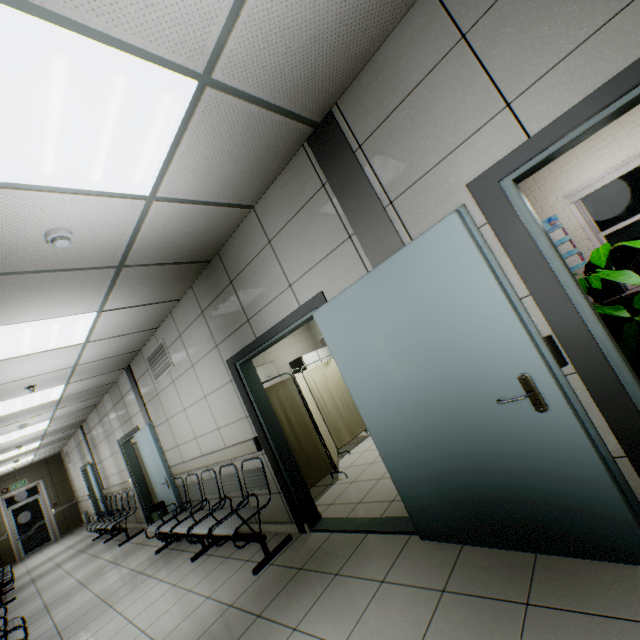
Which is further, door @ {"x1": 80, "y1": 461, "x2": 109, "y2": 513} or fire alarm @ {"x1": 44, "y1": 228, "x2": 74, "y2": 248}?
door @ {"x1": 80, "y1": 461, "x2": 109, "y2": 513}

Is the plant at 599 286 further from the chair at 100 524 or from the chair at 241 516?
the chair at 100 524

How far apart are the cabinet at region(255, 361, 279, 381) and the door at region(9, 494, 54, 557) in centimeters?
1300cm

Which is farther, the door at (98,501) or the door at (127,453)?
the door at (98,501)

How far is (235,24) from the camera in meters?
1.6 m

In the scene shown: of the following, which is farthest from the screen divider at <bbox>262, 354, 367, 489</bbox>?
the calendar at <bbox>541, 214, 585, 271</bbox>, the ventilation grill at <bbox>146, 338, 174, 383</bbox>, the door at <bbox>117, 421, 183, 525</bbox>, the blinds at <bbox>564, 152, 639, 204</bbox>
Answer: the blinds at <bbox>564, 152, 639, 204</bbox>

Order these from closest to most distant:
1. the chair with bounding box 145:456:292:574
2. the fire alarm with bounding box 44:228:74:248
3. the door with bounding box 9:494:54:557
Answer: the fire alarm with bounding box 44:228:74:248
the chair with bounding box 145:456:292:574
the door with bounding box 9:494:54:557

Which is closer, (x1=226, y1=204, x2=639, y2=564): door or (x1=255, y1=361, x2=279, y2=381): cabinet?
(x1=226, y1=204, x2=639, y2=564): door
